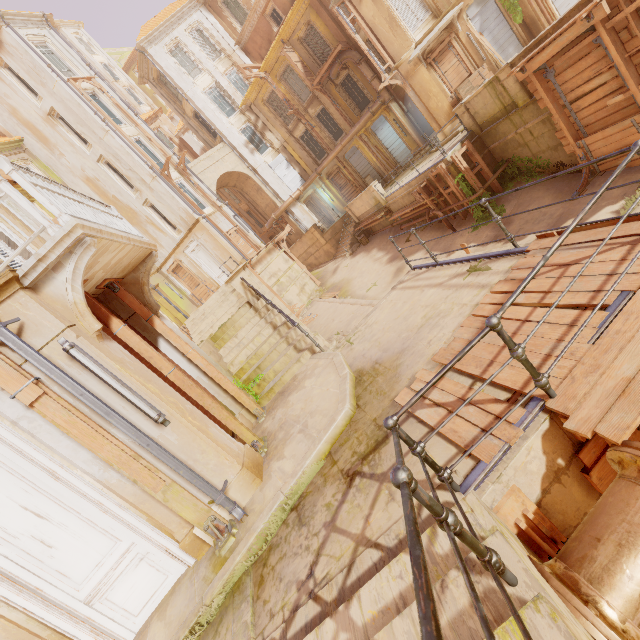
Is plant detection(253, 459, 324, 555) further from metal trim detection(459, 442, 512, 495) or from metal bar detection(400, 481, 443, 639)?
metal bar detection(400, 481, 443, 639)

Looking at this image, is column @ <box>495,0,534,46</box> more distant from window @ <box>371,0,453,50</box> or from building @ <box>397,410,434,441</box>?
building @ <box>397,410,434,441</box>

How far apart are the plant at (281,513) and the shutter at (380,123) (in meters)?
26.28

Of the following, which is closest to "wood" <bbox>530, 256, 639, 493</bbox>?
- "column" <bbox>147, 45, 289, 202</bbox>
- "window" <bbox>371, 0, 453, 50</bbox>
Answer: "window" <bbox>371, 0, 453, 50</bbox>

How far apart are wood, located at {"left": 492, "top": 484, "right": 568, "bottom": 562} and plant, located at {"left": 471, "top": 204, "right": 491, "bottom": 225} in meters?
12.8

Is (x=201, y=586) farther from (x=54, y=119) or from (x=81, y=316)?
(x=54, y=119)

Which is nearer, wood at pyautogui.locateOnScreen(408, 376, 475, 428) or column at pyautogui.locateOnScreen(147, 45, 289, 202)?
wood at pyautogui.locateOnScreen(408, 376, 475, 428)

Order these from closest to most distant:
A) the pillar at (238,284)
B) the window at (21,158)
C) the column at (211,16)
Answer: the pillar at (238,284) → the window at (21,158) → the column at (211,16)
